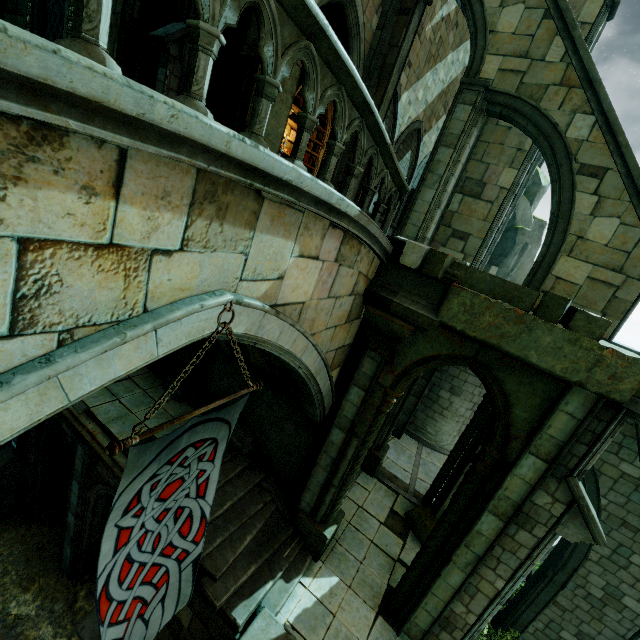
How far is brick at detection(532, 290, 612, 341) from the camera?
4.95m

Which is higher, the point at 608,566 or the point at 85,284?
the point at 85,284

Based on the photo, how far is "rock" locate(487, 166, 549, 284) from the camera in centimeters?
1766cm

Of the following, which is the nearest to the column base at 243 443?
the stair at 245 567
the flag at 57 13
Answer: the stair at 245 567

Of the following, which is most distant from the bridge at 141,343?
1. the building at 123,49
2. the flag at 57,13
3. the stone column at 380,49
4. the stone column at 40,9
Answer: the flag at 57,13

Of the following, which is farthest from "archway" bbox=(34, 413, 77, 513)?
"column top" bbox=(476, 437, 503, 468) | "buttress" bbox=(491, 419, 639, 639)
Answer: "buttress" bbox=(491, 419, 639, 639)

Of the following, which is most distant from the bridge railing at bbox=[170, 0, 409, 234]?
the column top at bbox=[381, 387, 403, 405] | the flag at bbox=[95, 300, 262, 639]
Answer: the column top at bbox=[381, 387, 403, 405]

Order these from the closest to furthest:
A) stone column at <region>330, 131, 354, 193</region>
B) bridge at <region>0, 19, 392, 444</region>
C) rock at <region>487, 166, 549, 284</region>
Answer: bridge at <region>0, 19, 392, 444</region>, stone column at <region>330, 131, 354, 193</region>, rock at <region>487, 166, 549, 284</region>
